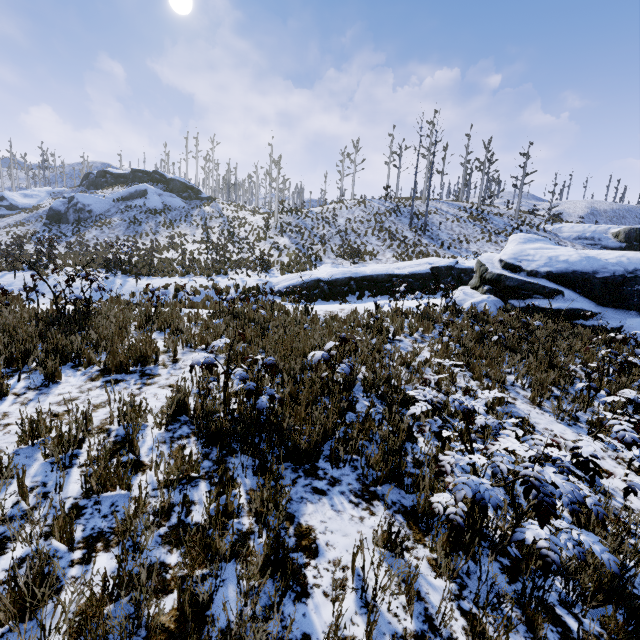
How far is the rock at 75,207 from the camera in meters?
35.8 m

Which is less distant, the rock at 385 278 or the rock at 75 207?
the rock at 385 278

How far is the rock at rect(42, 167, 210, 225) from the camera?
35.8 meters

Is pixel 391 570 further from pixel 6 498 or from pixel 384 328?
pixel 384 328

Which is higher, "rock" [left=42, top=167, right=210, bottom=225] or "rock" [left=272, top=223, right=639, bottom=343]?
"rock" [left=42, top=167, right=210, bottom=225]

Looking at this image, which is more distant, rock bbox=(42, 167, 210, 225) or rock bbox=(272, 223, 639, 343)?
rock bbox=(42, 167, 210, 225)
